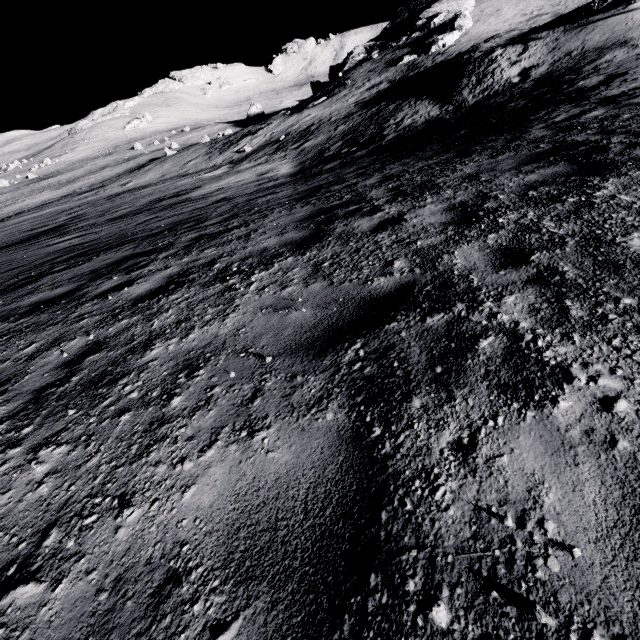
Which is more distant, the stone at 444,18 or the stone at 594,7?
the stone at 444,18

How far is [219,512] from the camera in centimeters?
146cm

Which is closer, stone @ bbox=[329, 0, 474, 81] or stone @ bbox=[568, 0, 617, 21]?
stone @ bbox=[568, 0, 617, 21]

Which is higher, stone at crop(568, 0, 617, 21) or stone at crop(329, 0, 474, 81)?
stone at crop(329, 0, 474, 81)

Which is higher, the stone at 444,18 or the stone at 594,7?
the stone at 444,18
